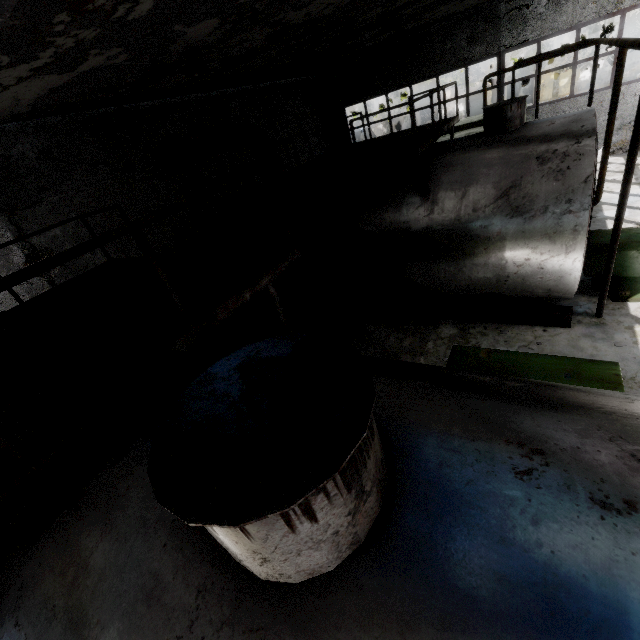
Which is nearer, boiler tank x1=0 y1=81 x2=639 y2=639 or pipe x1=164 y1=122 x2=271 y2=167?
boiler tank x1=0 y1=81 x2=639 y2=639

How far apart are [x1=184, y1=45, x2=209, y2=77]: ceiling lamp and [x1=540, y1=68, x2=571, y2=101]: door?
36.17m

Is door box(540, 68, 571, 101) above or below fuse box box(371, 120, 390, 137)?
below

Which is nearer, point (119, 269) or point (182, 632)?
point (182, 632)

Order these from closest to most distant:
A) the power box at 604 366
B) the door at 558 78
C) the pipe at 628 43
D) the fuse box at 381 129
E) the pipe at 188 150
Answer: the power box at 604 366 → the pipe at 628 43 → the pipe at 188 150 → the fuse box at 381 129 → the door at 558 78

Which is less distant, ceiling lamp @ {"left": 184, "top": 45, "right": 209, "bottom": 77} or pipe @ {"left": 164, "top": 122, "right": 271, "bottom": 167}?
ceiling lamp @ {"left": 184, "top": 45, "right": 209, "bottom": 77}

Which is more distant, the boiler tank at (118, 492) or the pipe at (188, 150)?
the pipe at (188, 150)

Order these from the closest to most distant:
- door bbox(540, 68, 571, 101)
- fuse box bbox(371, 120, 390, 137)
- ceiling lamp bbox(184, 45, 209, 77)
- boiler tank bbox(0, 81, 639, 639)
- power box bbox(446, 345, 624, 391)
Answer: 1. boiler tank bbox(0, 81, 639, 639)
2. power box bbox(446, 345, 624, 391)
3. ceiling lamp bbox(184, 45, 209, 77)
4. fuse box bbox(371, 120, 390, 137)
5. door bbox(540, 68, 571, 101)
